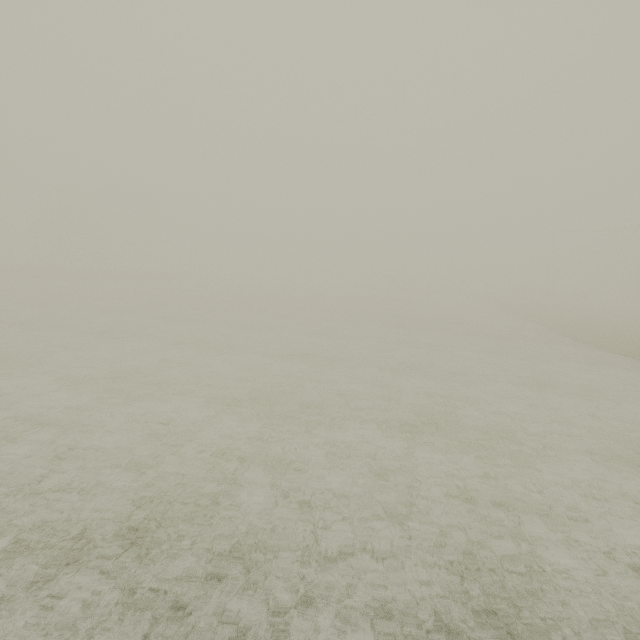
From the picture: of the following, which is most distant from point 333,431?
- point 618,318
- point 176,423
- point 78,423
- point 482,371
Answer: point 618,318
